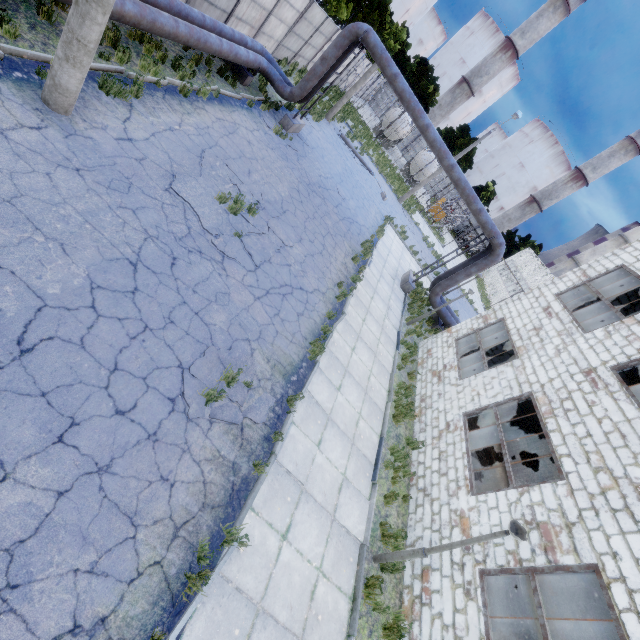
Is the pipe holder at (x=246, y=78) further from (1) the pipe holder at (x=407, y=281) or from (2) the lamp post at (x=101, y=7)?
(1) the pipe holder at (x=407, y=281)

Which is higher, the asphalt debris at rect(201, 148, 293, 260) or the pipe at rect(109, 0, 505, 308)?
the pipe at rect(109, 0, 505, 308)

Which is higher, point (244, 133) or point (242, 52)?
point (242, 52)

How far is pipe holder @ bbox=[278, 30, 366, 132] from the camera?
13.85m

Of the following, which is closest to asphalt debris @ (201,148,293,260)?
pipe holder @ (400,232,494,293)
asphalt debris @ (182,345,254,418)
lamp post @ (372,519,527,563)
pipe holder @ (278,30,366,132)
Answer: asphalt debris @ (182,345,254,418)

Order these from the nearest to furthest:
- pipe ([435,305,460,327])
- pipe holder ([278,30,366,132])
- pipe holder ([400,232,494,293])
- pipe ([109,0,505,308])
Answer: pipe ([109,0,505,308]) < pipe holder ([278,30,366,132]) < pipe holder ([400,232,494,293]) < pipe ([435,305,460,327])

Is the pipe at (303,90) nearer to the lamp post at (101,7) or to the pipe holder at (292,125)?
the pipe holder at (292,125)

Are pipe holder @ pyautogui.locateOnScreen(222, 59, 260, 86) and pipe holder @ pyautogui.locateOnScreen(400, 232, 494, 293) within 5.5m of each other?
no
